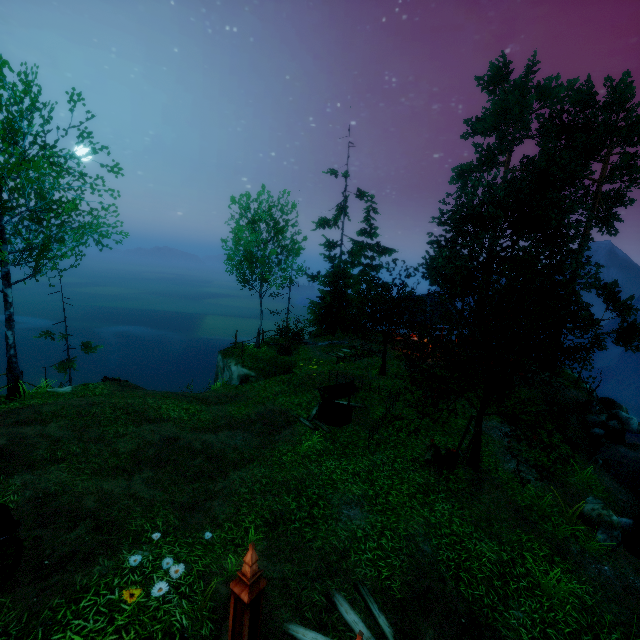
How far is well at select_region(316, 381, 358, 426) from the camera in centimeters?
1391cm

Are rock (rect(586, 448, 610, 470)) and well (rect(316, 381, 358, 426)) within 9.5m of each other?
no

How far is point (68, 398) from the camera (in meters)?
12.66

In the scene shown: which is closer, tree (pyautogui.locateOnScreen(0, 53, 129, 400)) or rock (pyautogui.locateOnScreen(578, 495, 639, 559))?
rock (pyautogui.locateOnScreen(578, 495, 639, 559))

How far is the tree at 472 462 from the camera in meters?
11.7

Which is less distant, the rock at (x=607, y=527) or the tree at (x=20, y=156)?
the rock at (x=607, y=527)

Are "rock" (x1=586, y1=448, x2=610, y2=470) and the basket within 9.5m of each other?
yes

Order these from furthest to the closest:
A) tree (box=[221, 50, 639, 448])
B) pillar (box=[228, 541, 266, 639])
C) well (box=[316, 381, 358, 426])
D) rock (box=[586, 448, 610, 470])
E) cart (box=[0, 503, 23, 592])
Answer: rock (box=[586, 448, 610, 470])
well (box=[316, 381, 358, 426])
tree (box=[221, 50, 639, 448])
cart (box=[0, 503, 23, 592])
pillar (box=[228, 541, 266, 639])
